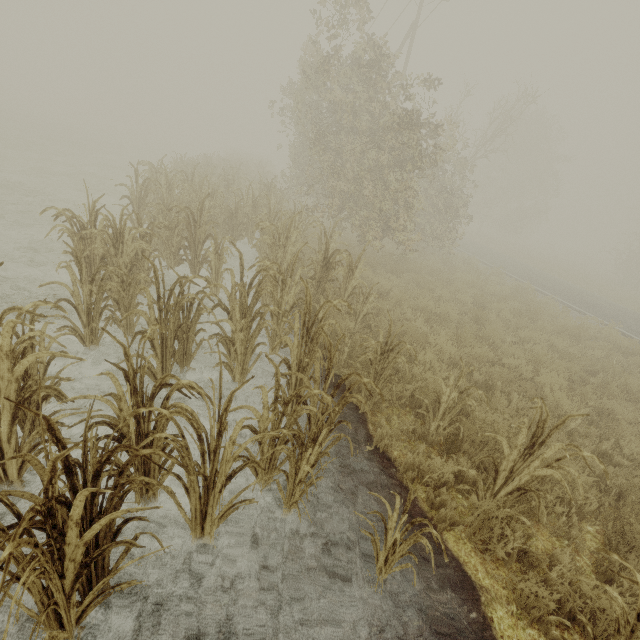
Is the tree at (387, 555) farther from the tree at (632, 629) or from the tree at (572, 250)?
the tree at (572, 250)

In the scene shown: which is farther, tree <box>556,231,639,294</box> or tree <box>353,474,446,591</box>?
tree <box>556,231,639,294</box>

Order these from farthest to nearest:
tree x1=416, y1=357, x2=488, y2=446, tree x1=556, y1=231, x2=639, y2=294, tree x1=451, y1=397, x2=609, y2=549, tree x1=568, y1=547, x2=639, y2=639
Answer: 1. tree x1=556, y1=231, x2=639, y2=294
2. tree x1=416, y1=357, x2=488, y2=446
3. tree x1=451, y1=397, x2=609, y2=549
4. tree x1=568, y1=547, x2=639, y2=639

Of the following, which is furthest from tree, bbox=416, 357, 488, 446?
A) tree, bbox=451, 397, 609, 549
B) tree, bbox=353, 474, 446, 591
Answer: tree, bbox=353, 474, 446, 591

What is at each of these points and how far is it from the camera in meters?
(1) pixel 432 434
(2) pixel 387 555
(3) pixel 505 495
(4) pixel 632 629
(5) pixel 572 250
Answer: (1) tree, 4.4 m
(2) tree, 2.8 m
(3) tree, 3.1 m
(4) tree, 1.9 m
(5) tree, 52.7 m

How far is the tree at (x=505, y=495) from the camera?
2.72m

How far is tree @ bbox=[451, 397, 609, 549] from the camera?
2.72m

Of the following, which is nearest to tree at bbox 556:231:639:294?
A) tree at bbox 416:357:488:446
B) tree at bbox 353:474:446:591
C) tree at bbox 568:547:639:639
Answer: tree at bbox 416:357:488:446
